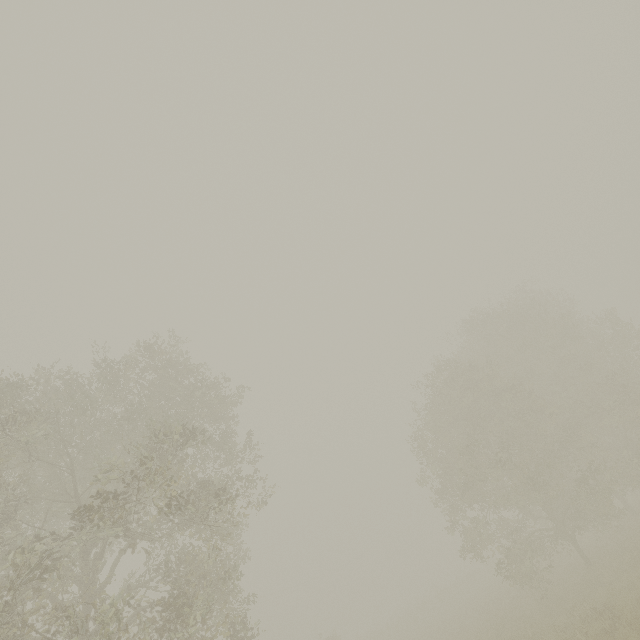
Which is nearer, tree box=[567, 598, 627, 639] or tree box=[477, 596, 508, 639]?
tree box=[567, 598, 627, 639]

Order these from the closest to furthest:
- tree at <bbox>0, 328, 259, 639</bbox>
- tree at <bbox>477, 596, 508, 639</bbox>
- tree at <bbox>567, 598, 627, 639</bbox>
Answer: tree at <bbox>0, 328, 259, 639</bbox>, tree at <bbox>567, 598, 627, 639</bbox>, tree at <bbox>477, 596, 508, 639</bbox>

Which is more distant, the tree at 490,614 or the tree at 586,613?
the tree at 490,614

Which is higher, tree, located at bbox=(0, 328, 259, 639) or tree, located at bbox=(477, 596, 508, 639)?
tree, located at bbox=(0, 328, 259, 639)

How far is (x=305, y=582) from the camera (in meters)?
54.34
